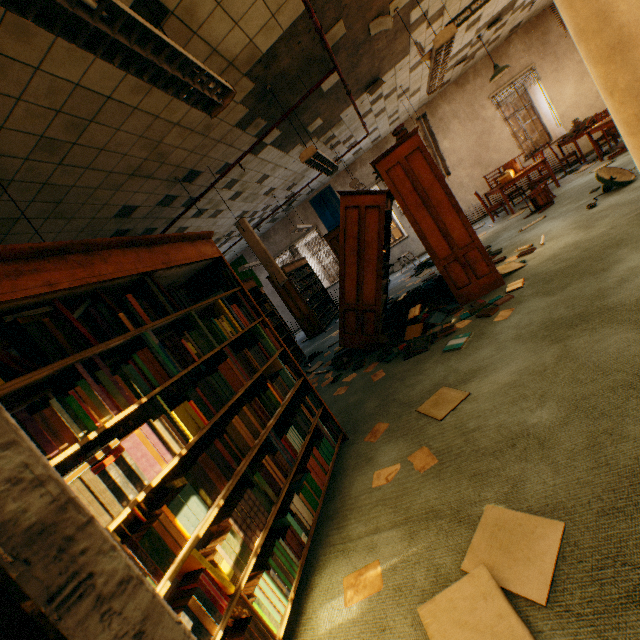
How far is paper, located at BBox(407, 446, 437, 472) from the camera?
2.1m

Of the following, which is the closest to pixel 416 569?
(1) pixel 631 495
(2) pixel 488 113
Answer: (1) pixel 631 495

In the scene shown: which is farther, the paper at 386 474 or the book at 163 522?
the paper at 386 474

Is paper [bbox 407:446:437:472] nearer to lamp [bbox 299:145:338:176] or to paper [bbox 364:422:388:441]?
paper [bbox 364:422:388:441]

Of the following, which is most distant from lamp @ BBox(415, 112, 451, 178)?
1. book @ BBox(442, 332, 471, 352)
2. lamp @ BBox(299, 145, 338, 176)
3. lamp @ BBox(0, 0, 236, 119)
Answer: lamp @ BBox(0, 0, 236, 119)

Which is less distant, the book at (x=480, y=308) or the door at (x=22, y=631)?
the door at (x=22, y=631)

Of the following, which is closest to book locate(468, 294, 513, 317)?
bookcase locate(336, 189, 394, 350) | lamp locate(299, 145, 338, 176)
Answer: bookcase locate(336, 189, 394, 350)

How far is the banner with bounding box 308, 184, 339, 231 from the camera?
11.5m
